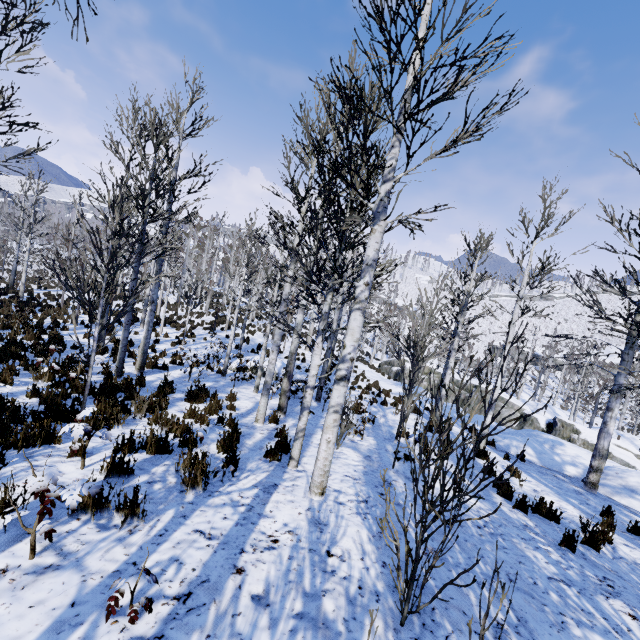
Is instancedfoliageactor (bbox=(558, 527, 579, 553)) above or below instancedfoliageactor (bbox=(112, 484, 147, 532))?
below

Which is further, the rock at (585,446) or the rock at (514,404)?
the rock at (514,404)

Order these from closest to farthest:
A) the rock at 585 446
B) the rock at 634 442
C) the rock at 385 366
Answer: the rock at 634 442 → the rock at 585 446 → the rock at 385 366

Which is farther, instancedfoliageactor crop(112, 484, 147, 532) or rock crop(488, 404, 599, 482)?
rock crop(488, 404, 599, 482)

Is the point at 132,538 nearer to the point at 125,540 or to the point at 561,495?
the point at 125,540

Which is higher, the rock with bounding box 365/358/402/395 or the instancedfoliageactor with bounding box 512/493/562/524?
the instancedfoliageactor with bounding box 512/493/562/524

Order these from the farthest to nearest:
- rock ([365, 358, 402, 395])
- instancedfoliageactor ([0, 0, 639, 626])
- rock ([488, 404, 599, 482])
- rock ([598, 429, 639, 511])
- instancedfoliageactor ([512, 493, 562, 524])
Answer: rock ([365, 358, 402, 395])
rock ([488, 404, 599, 482])
rock ([598, 429, 639, 511])
instancedfoliageactor ([512, 493, 562, 524])
instancedfoliageactor ([0, 0, 639, 626])
